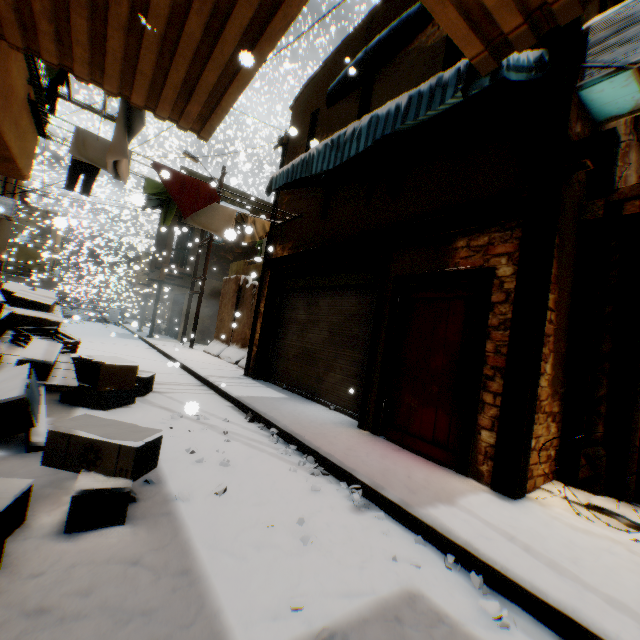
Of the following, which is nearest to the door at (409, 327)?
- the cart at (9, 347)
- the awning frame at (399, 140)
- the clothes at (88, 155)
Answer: the cart at (9, 347)

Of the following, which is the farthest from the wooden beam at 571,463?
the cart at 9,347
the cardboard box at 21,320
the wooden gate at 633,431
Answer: the cart at 9,347

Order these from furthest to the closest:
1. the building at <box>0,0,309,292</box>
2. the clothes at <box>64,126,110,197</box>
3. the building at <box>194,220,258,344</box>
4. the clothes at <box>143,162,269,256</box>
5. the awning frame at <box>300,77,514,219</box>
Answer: the building at <box>194,220,258,344</box> → the clothes at <box>143,162,269,256</box> → the clothes at <box>64,126,110,197</box> → the awning frame at <box>300,77,514,219</box> → the building at <box>0,0,309,292</box>

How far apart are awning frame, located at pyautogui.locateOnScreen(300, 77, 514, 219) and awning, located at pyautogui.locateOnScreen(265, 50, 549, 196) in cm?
1

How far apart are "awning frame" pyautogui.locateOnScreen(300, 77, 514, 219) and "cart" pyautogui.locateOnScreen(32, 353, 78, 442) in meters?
4.7 m

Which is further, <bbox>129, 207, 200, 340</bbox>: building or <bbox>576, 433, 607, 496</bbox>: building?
<bbox>129, 207, 200, 340</bbox>: building

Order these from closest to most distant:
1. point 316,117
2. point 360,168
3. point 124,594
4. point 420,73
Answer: point 124,594 < point 420,73 < point 360,168 < point 316,117
